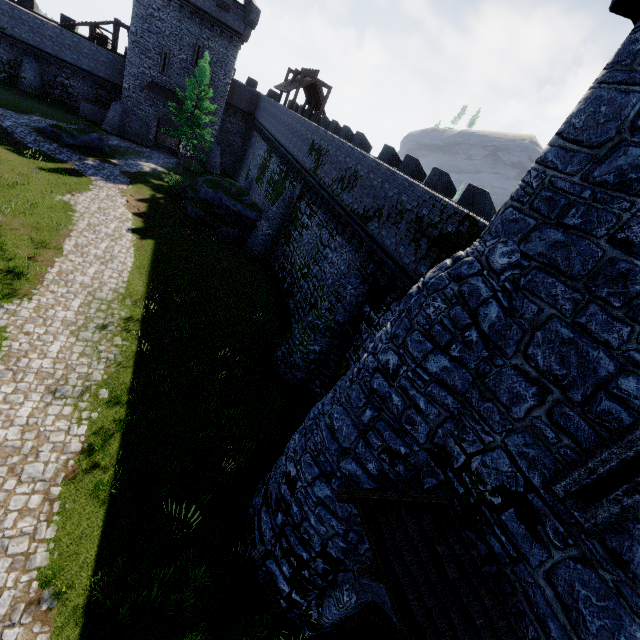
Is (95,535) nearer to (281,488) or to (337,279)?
(281,488)

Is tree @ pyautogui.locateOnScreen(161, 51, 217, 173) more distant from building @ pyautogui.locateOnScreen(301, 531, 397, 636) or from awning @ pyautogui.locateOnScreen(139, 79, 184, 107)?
building @ pyautogui.locateOnScreen(301, 531, 397, 636)

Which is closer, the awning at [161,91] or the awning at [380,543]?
the awning at [380,543]

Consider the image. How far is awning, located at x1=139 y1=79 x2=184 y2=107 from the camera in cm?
3392

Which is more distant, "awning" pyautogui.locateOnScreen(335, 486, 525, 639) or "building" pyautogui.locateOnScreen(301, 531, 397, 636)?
"building" pyautogui.locateOnScreen(301, 531, 397, 636)

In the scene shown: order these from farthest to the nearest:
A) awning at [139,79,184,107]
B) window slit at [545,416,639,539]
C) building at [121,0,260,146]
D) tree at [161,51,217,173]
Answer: awning at [139,79,184,107]
building at [121,0,260,146]
tree at [161,51,217,173]
window slit at [545,416,639,539]

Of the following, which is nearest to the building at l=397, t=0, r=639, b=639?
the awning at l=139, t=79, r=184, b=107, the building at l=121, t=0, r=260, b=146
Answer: the building at l=121, t=0, r=260, b=146

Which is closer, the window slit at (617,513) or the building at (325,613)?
the window slit at (617,513)
